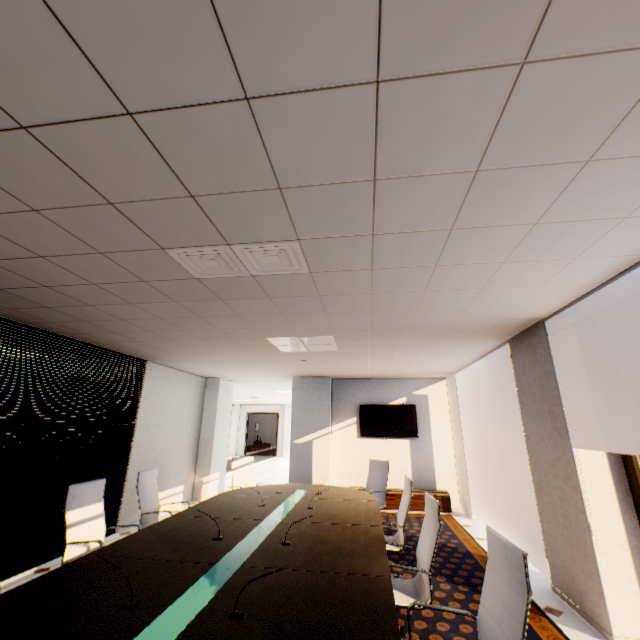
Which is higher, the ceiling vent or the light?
the light

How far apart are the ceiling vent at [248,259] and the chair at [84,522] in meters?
2.7

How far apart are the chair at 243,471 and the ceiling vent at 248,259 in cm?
447

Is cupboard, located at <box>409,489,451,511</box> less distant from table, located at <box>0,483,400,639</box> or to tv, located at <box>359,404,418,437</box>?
tv, located at <box>359,404,418,437</box>

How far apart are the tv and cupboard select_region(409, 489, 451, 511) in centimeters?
117cm

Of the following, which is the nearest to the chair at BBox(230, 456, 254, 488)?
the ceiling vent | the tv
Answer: the tv

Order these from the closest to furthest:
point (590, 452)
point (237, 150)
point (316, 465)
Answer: point (237, 150)
point (590, 452)
point (316, 465)

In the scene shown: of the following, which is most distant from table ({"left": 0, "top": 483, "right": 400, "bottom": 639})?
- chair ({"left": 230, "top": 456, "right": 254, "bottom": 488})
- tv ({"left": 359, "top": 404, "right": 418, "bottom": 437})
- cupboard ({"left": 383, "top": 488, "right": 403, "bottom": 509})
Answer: tv ({"left": 359, "top": 404, "right": 418, "bottom": 437})
